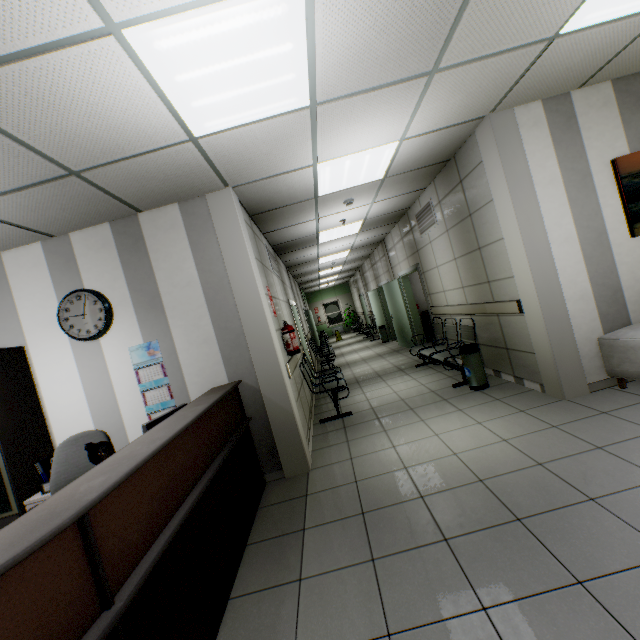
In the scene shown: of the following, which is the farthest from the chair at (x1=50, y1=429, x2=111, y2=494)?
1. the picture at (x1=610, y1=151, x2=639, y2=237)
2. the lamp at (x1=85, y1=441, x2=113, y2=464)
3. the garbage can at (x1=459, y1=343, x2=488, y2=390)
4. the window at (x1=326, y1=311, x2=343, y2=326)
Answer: the window at (x1=326, y1=311, x2=343, y2=326)

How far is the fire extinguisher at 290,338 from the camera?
4.4 meters

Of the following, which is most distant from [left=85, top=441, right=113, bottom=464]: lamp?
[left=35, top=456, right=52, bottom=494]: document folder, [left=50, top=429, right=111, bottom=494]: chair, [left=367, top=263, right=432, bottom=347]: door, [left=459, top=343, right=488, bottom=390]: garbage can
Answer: [left=367, top=263, right=432, bottom=347]: door

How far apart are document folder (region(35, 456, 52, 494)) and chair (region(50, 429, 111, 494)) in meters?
0.4

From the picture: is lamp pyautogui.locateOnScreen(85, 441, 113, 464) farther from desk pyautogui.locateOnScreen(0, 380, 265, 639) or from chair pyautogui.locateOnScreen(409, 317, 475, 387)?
chair pyautogui.locateOnScreen(409, 317, 475, 387)

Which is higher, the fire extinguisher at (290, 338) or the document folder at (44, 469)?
the fire extinguisher at (290, 338)

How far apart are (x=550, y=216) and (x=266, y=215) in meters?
3.6

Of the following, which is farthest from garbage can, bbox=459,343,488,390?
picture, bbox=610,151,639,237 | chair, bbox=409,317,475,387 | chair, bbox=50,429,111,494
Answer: chair, bbox=50,429,111,494
